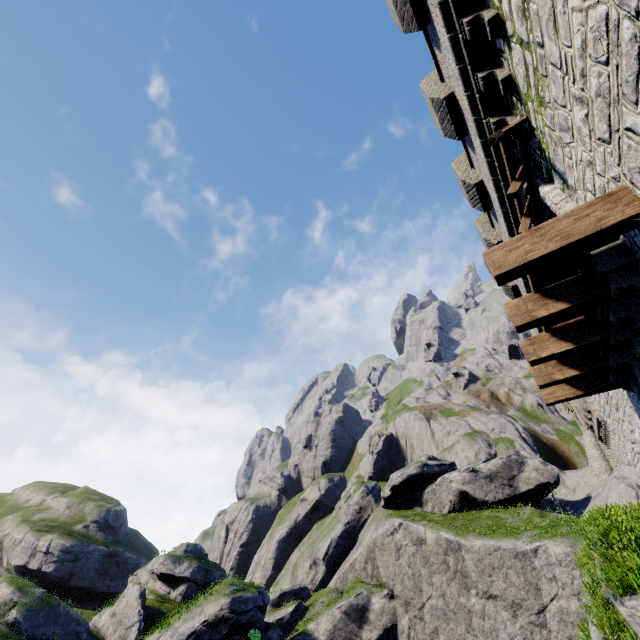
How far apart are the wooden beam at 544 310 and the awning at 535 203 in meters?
2.3 m

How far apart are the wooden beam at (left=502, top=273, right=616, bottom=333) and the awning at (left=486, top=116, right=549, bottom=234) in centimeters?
225cm

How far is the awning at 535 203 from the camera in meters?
6.1

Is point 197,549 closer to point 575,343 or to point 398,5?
point 575,343

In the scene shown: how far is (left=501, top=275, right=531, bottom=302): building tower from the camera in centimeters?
1189cm

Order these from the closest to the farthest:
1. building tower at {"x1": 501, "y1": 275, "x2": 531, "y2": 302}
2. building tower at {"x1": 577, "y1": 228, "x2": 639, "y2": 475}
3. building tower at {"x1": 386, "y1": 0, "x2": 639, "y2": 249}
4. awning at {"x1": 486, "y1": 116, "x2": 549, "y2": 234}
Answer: building tower at {"x1": 386, "y1": 0, "x2": 639, "y2": 249}, building tower at {"x1": 577, "y1": 228, "x2": 639, "y2": 475}, awning at {"x1": 486, "y1": 116, "x2": 549, "y2": 234}, building tower at {"x1": 501, "y1": 275, "x2": 531, "y2": 302}

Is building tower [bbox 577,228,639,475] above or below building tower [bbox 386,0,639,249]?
below

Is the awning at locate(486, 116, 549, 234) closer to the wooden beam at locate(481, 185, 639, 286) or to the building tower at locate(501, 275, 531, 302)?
the building tower at locate(501, 275, 531, 302)
